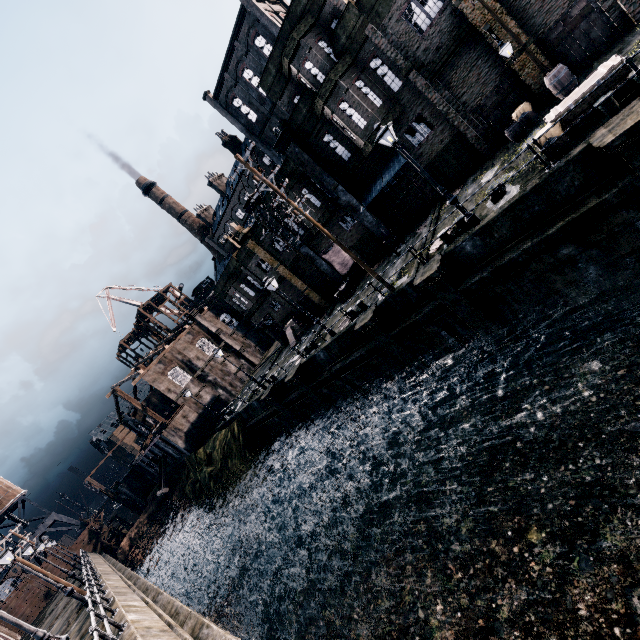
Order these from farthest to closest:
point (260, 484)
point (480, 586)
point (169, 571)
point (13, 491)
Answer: point (13, 491) → point (169, 571) → point (260, 484) → point (480, 586)

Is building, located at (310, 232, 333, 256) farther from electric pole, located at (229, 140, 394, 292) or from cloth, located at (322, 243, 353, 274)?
electric pole, located at (229, 140, 394, 292)

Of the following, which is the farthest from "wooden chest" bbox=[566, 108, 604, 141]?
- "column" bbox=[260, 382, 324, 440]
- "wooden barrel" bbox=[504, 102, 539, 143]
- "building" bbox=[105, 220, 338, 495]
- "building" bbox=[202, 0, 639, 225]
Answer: "column" bbox=[260, 382, 324, 440]

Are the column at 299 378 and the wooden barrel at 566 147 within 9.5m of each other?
no

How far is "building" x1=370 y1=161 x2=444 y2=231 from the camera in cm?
2230

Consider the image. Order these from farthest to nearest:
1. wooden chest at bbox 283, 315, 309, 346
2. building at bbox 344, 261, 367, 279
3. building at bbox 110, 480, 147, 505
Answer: building at bbox 110, 480, 147, 505
wooden chest at bbox 283, 315, 309, 346
building at bbox 344, 261, 367, 279

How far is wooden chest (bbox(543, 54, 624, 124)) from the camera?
10.5 meters

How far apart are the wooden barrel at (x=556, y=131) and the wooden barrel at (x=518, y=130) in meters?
6.0
